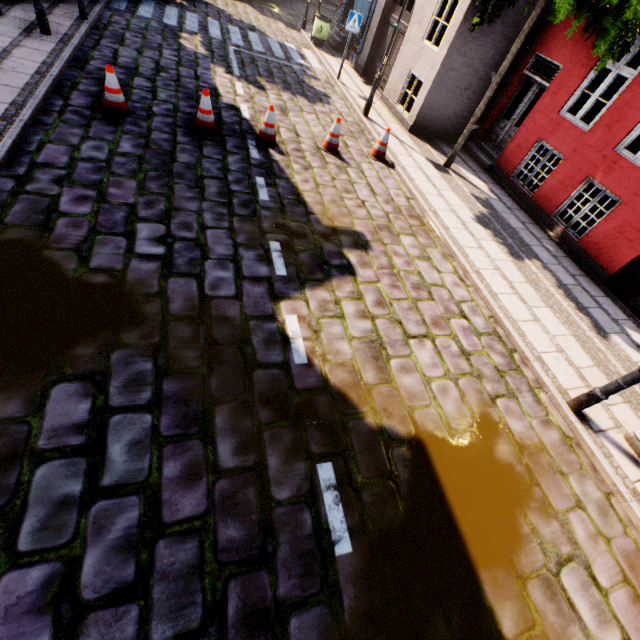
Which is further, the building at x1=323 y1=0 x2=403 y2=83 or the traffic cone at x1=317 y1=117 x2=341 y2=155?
the building at x1=323 y1=0 x2=403 y2=83

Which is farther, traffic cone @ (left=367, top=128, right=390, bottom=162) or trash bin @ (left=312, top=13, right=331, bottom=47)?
trash bin @ (left=312, top=13, right=331, bottom=47)

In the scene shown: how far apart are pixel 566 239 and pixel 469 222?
3.0m

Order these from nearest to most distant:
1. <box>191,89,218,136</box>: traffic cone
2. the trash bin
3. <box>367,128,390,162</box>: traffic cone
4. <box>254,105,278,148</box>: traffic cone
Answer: <box>191,89,218,136</box>: traffic cone
<box>254,105,278,148</box>: traffic cone
<box>367,128,390,162</box>: traffic cone
the trash bin

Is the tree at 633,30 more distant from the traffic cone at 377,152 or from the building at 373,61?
the traffic cone at 377,152

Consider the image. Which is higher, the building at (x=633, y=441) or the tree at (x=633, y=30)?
the tree at (x=633, y=30)

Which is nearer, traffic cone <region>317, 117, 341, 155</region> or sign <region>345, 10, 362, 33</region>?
traffic cone <region>317, 117, 341, 155</region>

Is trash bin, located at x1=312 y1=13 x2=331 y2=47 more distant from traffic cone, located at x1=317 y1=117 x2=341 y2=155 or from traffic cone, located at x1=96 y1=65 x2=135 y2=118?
traffic cone, located at x1=96 y1=65 x2=135 y2=118
